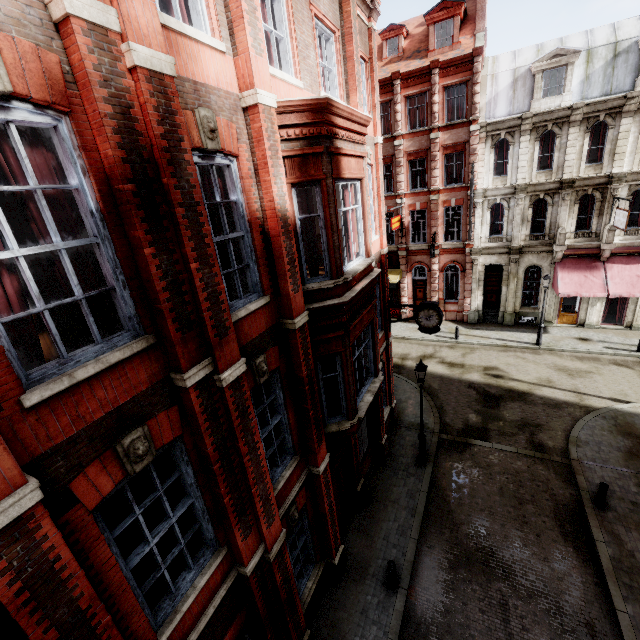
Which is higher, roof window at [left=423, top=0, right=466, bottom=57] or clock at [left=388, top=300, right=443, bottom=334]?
roof window at [left=423, top=0, right=466, bottom=57]

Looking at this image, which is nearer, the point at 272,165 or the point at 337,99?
the point at 272,165

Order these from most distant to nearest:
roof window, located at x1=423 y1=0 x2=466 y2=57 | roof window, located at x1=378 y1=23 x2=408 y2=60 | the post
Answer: roof window, located at x1=378 y1=23 x2=408 y2=60, roof window, located at x1=423 y1=0 x2=466 y2=57, the post

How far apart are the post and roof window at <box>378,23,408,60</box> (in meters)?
28.03

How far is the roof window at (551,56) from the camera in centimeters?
1878cm

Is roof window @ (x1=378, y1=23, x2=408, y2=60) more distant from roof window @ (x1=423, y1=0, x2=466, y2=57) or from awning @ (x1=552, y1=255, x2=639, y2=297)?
awning @ (x1=552, y1=255, x2=639, y2=297)

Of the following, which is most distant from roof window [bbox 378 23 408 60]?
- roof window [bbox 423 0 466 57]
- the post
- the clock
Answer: the post

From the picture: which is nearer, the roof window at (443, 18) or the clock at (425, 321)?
the clock at (425, 321)
